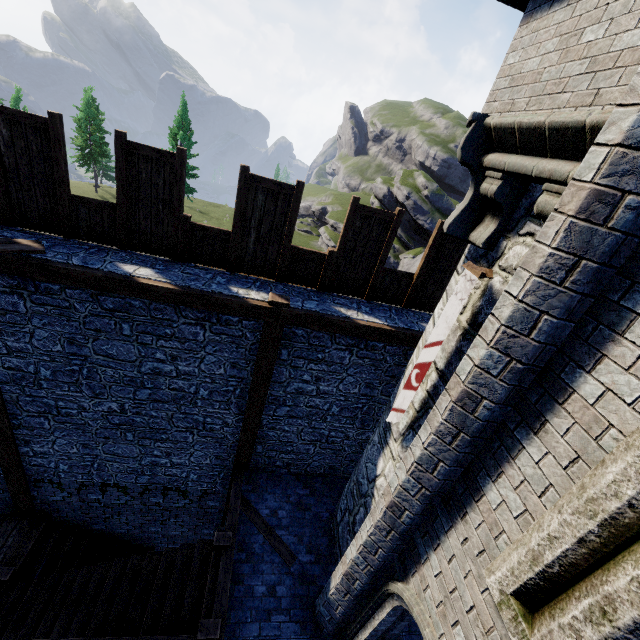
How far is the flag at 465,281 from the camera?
3.9m

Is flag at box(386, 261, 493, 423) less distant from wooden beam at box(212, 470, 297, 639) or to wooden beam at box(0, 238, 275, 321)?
wooden beam at box(0, 238, 275, 321)

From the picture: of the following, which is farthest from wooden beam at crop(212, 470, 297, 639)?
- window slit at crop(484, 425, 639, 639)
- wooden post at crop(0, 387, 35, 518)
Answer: window slit at crop(484, 425, 639, 639)

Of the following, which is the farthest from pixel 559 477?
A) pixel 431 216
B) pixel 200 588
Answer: pixel 431 216

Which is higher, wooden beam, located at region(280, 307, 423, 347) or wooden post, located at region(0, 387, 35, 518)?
wooden beam, located at region(280, 307, 423, 347)

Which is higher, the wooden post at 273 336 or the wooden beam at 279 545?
the wooden post at 273 336

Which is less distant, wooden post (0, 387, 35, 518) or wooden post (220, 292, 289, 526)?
wooden post (220, 292, 289, 526)

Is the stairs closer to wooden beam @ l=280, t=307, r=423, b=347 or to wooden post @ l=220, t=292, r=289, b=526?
wooden post @ l=220, t=292, r=289, b=526
